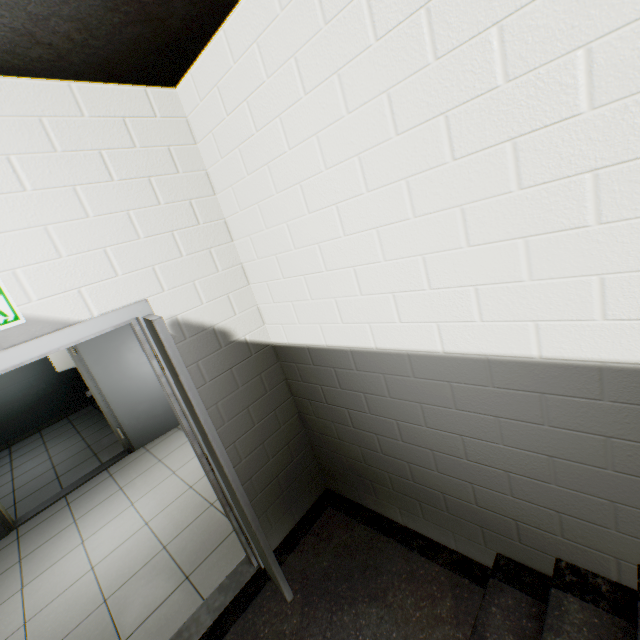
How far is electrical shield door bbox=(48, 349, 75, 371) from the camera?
5.4 meters

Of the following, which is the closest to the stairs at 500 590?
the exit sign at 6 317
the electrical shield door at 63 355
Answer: the exit sign at 6 317

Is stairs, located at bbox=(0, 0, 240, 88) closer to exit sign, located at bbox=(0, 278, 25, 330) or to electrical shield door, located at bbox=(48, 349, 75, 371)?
exit sign, located at bbox=(0, 278, 25, 330)

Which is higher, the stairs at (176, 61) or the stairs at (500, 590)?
the stairs at (176, 61)

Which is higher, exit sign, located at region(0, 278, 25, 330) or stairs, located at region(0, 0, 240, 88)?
stairs, located at region(0, 0, 240, 88)

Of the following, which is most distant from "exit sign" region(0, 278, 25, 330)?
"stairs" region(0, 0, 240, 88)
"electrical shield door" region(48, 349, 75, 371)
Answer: "electrical shield door" region(48, 349, 75, 371)

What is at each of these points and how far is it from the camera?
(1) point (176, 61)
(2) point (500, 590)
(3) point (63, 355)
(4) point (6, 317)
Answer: (1) stairs, 1.8 meters
(2) stairs, 1.7 meters
(3) electrical shield door, 5.4 meters
(4) exit sign, 1.5 meters
